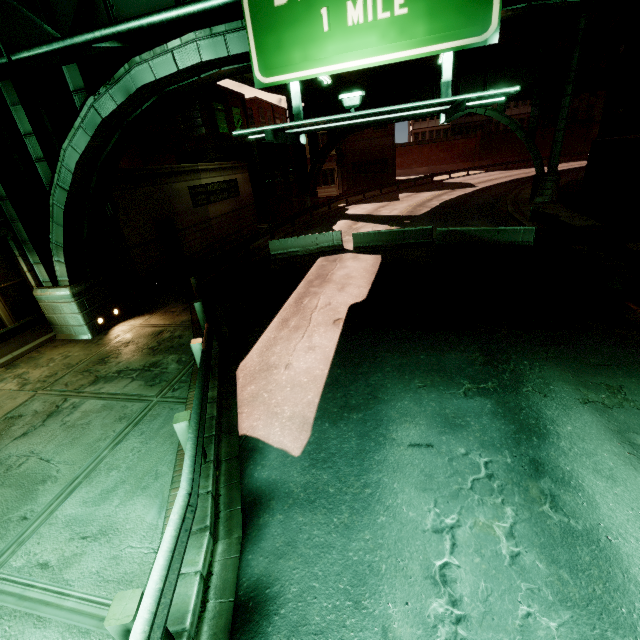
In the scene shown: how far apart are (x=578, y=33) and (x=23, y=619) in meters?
30.8

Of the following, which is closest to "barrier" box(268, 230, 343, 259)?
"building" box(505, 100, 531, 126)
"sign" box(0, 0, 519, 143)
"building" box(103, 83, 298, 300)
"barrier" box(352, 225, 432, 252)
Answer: "barrier" box(352, 225, 432, 252)

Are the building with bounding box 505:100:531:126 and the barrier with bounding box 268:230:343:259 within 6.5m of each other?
no

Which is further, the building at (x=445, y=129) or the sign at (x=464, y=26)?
the building at (x=445, y=129)

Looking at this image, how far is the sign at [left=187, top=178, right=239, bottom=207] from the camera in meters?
18.1 m

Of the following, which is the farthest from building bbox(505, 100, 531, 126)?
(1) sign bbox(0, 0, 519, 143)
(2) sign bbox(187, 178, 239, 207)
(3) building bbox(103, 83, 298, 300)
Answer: (1) sign bbox(0, 0, 519, 143)

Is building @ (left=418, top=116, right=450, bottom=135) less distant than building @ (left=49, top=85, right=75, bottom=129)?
No

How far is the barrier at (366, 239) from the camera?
16.00m
